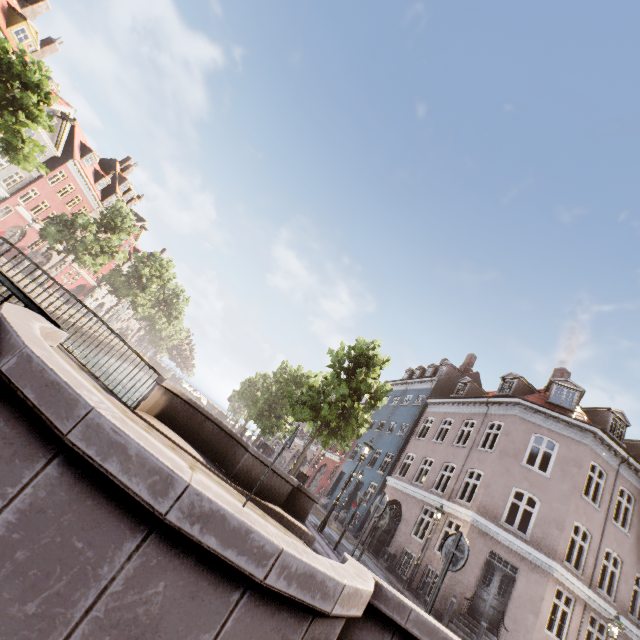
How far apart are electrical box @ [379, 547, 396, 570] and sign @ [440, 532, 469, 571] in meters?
15.2

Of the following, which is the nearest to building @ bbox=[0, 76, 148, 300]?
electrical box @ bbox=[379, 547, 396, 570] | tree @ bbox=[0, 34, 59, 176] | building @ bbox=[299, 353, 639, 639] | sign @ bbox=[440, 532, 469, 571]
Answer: tree @ bbox=[0, 34, 59, 176]

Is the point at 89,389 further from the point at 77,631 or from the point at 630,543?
the point at 630,543

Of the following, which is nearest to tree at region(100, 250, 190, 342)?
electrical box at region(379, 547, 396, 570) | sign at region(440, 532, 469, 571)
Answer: sign at region(440, 532, 469, 571)

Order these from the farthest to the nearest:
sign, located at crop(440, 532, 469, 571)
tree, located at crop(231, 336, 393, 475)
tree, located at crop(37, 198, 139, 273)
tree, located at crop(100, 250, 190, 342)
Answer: tree, located at crop(100, 250, 190, 342) → tree, located at crop(37, 198, 139, 273) → tree, located at crop(231, 336, 393, 475) → sign, located at crop(440, 532, 469, 571)

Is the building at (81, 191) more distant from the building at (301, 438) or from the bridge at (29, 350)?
the building at (301, 438)

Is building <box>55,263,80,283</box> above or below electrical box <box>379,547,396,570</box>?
above

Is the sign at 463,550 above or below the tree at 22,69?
below
